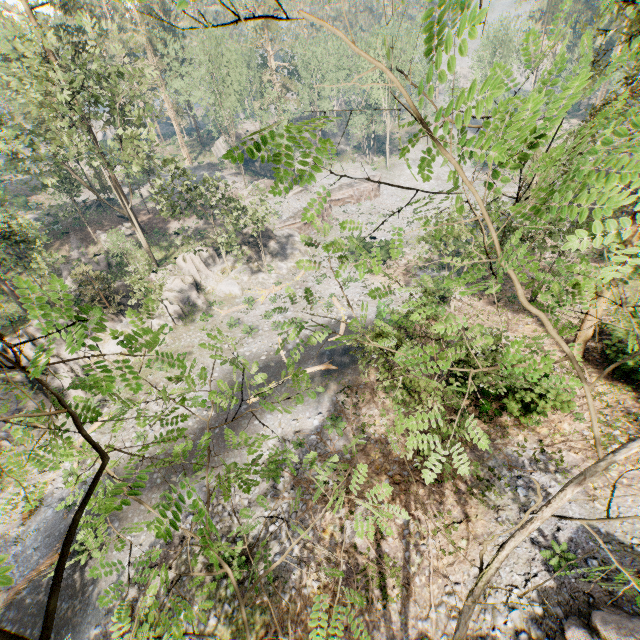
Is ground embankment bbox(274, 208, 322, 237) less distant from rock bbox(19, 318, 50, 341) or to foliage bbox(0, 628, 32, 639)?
rock bbox(19, 318, 50, 341)

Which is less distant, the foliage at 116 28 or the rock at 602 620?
the foliage at 116 28

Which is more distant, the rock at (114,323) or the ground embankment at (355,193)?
the ground embankment at (355,193)

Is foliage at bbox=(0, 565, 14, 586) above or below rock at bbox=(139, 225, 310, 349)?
above

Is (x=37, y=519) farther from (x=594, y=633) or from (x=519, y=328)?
(x=519, y=328)

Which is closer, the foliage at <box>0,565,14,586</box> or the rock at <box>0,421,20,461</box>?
the foliage at <box>0,565,14,586</box>

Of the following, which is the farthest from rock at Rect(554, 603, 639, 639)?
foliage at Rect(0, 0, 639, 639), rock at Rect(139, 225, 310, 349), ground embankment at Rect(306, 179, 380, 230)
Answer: ground embankment at Rect(306, 179, 380, 230)

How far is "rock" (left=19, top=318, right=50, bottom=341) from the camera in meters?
25.6 m
